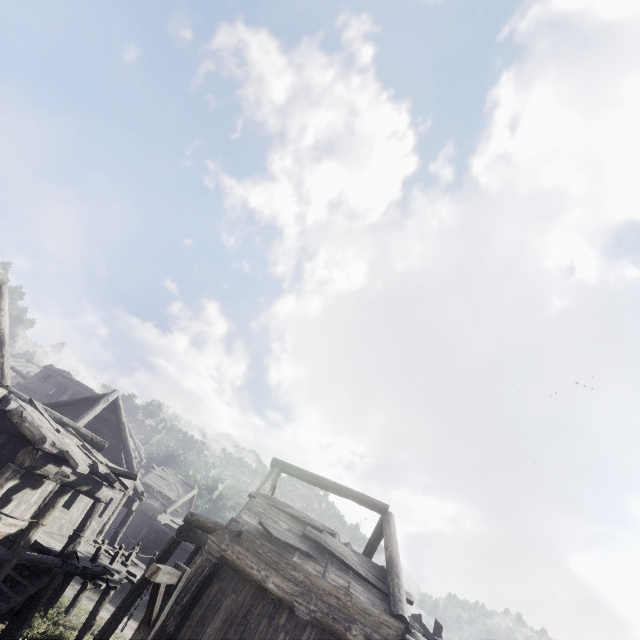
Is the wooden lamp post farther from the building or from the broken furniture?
the broken furniture

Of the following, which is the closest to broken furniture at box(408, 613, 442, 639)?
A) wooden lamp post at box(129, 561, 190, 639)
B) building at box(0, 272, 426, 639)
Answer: building at box(0, 272, 426, 639)

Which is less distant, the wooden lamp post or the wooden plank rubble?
the wooden lamp post

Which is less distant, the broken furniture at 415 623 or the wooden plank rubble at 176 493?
the broken furniture at 415 623

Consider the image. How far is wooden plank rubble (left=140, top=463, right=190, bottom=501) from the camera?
28.97m

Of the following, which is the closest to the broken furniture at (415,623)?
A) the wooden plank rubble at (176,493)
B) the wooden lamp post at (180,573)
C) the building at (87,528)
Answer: the building at (87,528)

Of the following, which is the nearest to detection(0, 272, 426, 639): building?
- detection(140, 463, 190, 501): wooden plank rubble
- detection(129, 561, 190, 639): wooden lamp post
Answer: detection(140, 463, 190, 501): wooden plank rubble

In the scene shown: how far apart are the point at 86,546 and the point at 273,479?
9.1m
